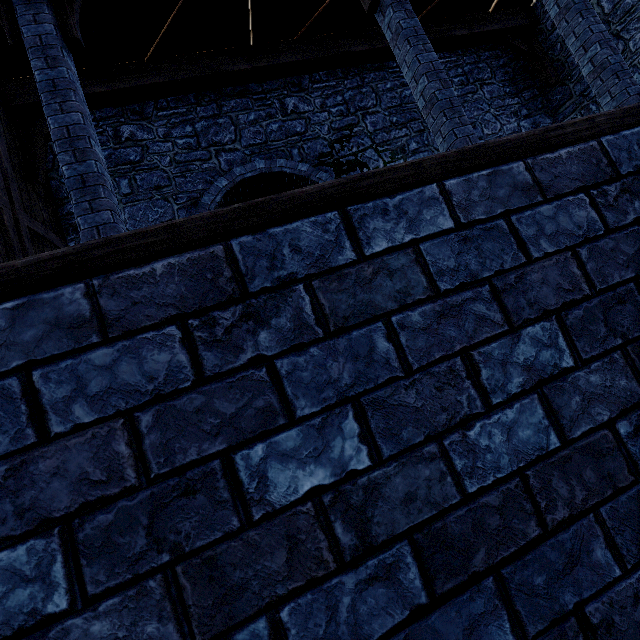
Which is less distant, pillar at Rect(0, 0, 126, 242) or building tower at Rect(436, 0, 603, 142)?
pillar at Rect(0, 0, 126, 242)

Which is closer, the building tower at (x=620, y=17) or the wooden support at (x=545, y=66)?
the building tower at (x=620, y=17)

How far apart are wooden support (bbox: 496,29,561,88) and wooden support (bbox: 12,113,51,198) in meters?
9.8

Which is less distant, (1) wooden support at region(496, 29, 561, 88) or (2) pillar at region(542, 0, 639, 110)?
(2) pillar at region(542, 0, 639, 110)

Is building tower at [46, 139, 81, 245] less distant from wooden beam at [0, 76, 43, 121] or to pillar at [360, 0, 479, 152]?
wooden beam at [0, 76, 43, 121]

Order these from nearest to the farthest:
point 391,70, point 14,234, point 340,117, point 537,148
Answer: point 537,148 < point 14,234 < point 340,117 < point 391,70

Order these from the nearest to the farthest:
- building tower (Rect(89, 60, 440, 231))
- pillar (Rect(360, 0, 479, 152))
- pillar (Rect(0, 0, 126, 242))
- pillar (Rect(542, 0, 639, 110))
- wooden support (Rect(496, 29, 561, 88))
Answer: pillar (Rect(0, 0, 126, 242)) < pillar (Rect(360, 0, 479, 152)) < pillar (Rect(542, 0, 639, 110)) < building tower (Rect(89, 60, 440, 231)) < wooden support (Rect(496, 29, 561, 88))

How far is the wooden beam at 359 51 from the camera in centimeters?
586cm
